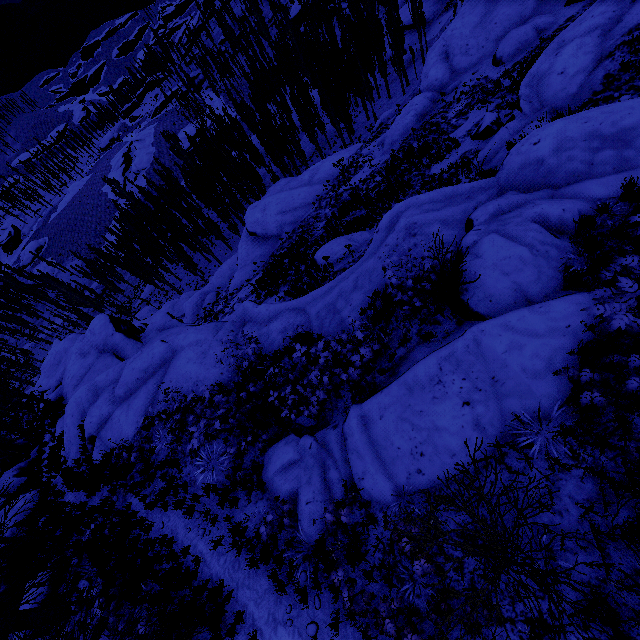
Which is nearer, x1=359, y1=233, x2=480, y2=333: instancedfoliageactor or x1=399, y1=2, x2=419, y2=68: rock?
x1=359, y1=233, x2=480, y2=333: instancedfoliageactor

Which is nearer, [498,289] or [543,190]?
[498,289]

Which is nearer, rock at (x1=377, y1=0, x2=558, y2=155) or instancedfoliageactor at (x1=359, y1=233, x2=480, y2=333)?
instancedfoliageactor at (x1=359, y1=233, x2=480, y2=333)

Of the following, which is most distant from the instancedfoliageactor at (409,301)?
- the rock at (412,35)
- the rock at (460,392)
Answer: the rock at (412,35)

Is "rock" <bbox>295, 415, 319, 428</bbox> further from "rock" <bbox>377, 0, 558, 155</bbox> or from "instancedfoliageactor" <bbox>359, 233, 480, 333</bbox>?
"rock" <bbox>377, 0, 558, 155</bbox>

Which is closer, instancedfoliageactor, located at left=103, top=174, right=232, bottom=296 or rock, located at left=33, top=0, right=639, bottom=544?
rock, located at left=33, top=0, right=639, bottom=544

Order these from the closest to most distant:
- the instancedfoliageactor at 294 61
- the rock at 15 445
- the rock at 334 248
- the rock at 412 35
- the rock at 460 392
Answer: the rock at 460 392
the rock at 334 248
the rock at 15 445
the instancedfoliageactor at 294 61
the rock at 412 35

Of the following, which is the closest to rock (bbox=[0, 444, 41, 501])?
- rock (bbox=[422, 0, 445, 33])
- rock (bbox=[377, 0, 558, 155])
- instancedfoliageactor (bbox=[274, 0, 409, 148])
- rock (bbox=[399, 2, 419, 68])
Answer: instancedfoliageactor (bbox=[274, 0, 409, 148])
